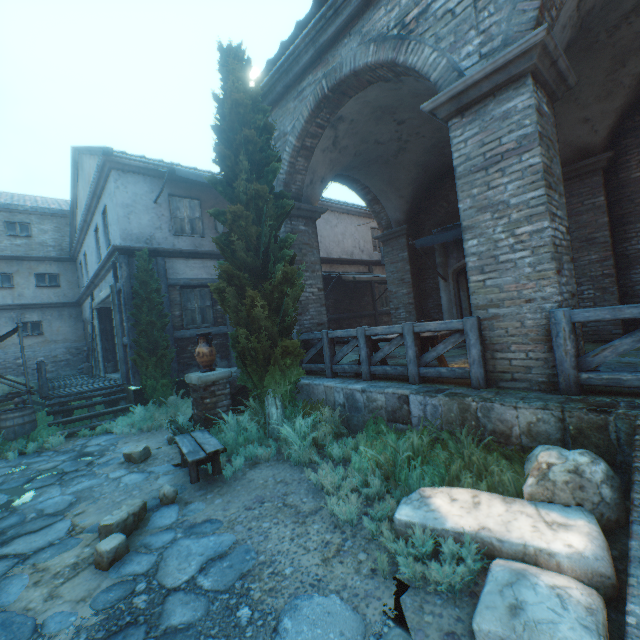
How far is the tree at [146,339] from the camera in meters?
8.6

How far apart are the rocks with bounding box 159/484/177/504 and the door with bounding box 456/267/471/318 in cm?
860

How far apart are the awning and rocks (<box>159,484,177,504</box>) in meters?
7.8

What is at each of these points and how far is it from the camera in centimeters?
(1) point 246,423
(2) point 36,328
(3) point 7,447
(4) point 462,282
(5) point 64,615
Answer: (1) plants, 588cm
(2) window, 1683cm
(3) plants, 728cm
(4) door, 979cm
(5) ground stones, 265cm

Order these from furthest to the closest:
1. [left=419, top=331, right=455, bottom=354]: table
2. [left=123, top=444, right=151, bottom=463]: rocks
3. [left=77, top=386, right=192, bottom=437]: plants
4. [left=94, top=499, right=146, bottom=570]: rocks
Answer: [left=77, top=386, right=192, bottom=437]: plants, [left=123, top=444, right=151, bottom=463]: rocks, [left=419, top=331, right=455, bottom=354]: table, [left=94, top=499, right=146, bottom=570]: rocks

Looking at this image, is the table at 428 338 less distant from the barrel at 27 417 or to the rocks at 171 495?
the rocks at 171 495

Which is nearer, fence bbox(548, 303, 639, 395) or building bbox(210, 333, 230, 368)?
fence bbox(548, 303, 639, 395)

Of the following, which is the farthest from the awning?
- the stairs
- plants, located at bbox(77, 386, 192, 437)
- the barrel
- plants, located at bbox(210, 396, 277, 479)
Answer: the barrel
